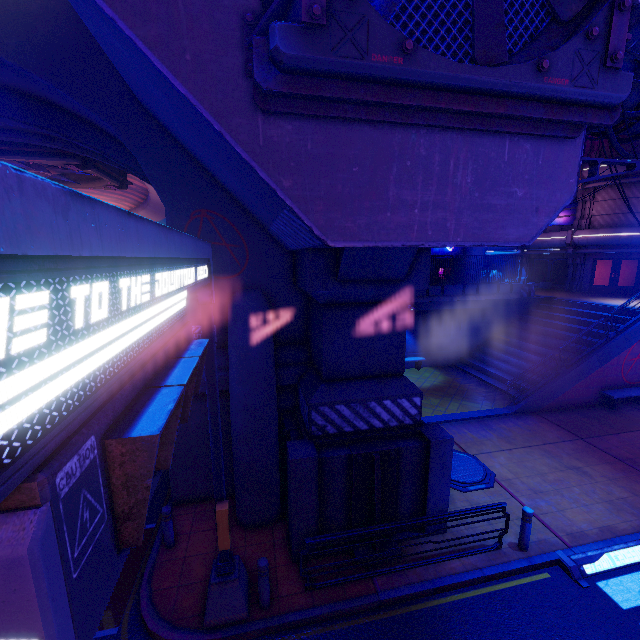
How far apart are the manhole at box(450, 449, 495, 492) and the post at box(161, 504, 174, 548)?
7.68m

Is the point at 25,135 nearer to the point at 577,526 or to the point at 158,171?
the point at 158,171

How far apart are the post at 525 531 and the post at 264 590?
6.0m

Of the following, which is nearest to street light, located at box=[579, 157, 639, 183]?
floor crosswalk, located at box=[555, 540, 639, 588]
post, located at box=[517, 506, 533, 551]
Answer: post, located at box=[517, 506, 533, 551]

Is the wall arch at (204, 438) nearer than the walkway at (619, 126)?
No

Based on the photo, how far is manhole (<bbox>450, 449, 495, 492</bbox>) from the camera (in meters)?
9.86

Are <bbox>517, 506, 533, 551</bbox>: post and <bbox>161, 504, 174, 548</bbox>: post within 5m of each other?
no

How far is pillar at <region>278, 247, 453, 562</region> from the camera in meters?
7.1
